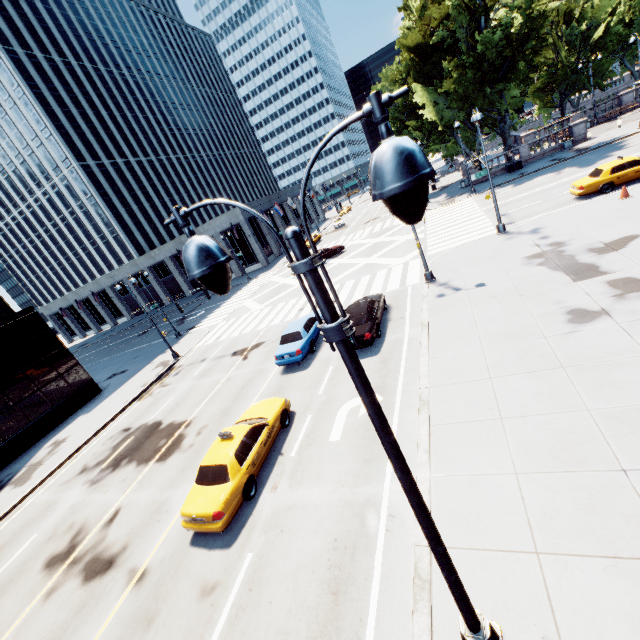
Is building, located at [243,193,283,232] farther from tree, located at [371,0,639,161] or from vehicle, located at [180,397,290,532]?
vehicle, located at [180,397,290,532]

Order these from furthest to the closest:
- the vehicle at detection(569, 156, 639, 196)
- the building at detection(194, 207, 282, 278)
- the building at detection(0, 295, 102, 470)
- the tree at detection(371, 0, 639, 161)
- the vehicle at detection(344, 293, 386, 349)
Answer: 1. the building at detection(194, 207, 282, 278)
2. the tree at detection(371, 0, 639, 161)
3. the building at detection(0, 295, 102, 470)
4. the vehicle at detection(569, 156, 639, 196)
5. the vehicle at detection(344, 293, 386, 349)

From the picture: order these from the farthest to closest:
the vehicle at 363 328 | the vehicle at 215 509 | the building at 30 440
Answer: the building at 30 440 → the vehicle at 363 328 → the vehicle at 215 509

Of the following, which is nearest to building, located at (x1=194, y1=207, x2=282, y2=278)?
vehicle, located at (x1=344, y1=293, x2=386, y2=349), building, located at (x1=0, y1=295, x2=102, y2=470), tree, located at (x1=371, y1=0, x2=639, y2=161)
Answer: tree, located at (x1=371, y1=0, x2=639, y2=161)

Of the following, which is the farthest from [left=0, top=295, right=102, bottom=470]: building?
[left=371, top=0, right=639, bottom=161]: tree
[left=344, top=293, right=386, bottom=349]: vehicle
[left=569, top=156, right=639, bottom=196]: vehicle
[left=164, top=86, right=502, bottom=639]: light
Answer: [left=371, top=0, right=639, bottom=161]: tree

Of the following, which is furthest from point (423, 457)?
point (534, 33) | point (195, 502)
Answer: point (534, 33)

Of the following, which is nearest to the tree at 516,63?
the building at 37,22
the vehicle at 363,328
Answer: the building at 37,22

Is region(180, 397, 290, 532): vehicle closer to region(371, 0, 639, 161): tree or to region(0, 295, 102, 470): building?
region(0, 295, 102, 470): building
